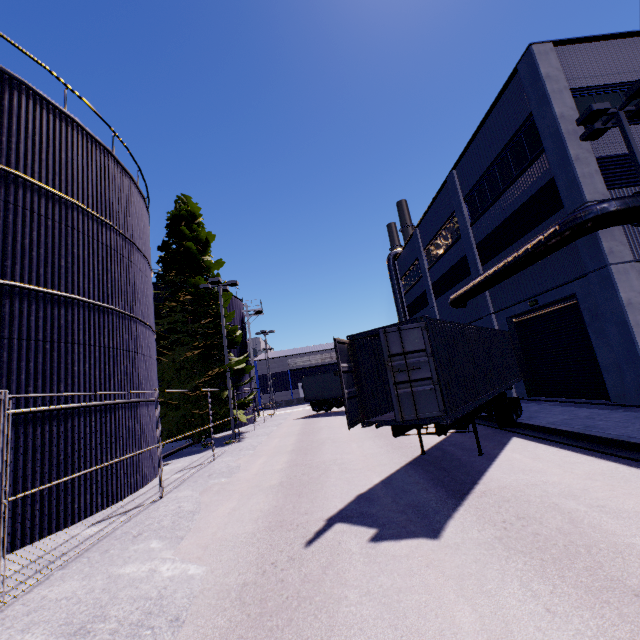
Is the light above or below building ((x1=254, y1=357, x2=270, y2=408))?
above

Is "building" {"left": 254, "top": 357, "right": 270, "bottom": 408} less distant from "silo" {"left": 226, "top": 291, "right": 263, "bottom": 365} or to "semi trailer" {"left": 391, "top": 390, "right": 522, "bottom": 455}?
"semi trailer" {"left": 391, "top": 390, "right": 522, "bottom": 455}

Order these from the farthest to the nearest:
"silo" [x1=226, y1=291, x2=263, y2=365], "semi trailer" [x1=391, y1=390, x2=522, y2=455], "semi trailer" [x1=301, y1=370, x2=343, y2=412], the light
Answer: "silo" [x1=226, y1=291, x2=263, y2=365], "semi trailer" [x1=301, y1=370, x2=343, y2=412], the light, "semi trailer" [x1=391, y1=390, x2=522, y2=455]

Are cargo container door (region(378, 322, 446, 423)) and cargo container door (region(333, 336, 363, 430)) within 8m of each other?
yes

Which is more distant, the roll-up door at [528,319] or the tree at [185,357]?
the tree at [185,357]

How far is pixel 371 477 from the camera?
8.5 meters

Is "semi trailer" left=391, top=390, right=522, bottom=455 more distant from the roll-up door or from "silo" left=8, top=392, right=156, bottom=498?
the roll-up door

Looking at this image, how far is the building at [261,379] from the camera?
56.12m
